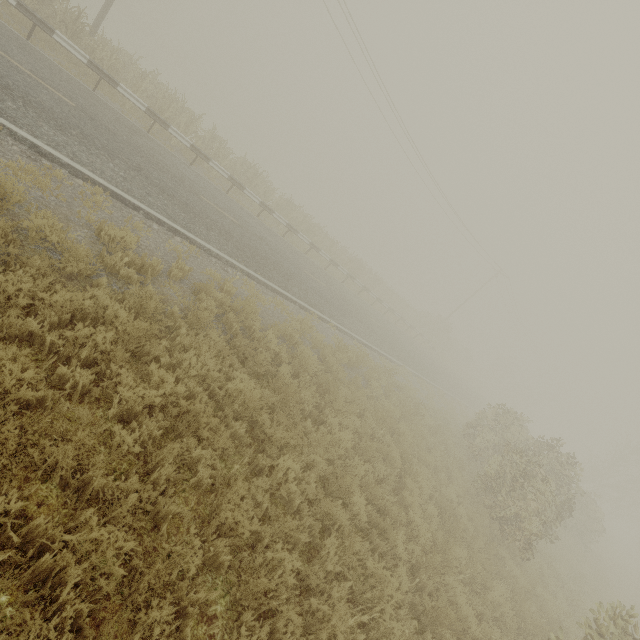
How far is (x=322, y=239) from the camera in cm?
2327

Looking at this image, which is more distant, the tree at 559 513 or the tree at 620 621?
the tree at 559 513

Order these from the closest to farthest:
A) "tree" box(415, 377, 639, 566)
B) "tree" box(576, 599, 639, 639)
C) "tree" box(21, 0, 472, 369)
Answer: "tree" box(576, 599, 639, 639)
"tree" box(415, 377, 639, 566)
"tree" box(21, 0, 472, 369)

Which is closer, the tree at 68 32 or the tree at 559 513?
the tree at 559 513

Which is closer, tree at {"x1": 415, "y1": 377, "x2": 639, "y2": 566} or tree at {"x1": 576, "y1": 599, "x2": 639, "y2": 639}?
tree at {"x1": 576, "y1": 599, "x2": 639, "y2": 639}

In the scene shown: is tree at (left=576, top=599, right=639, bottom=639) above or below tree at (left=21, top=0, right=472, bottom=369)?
above

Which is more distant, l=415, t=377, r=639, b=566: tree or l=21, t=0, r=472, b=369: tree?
l=21, t=0, r=472, b=369: tree
